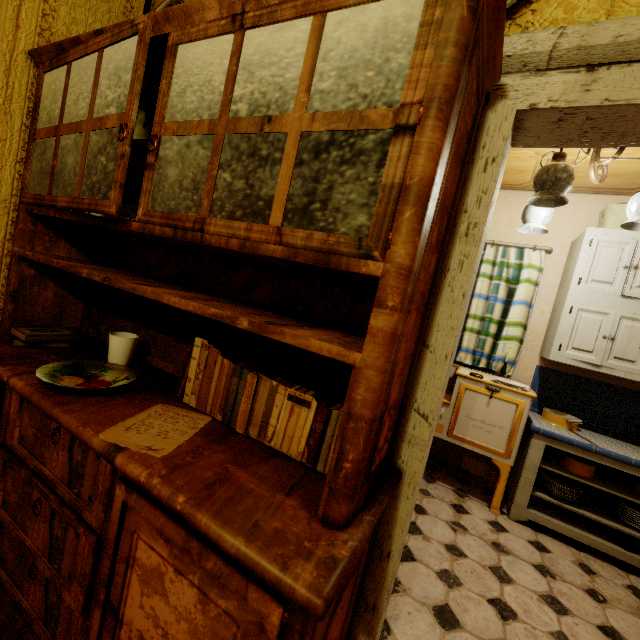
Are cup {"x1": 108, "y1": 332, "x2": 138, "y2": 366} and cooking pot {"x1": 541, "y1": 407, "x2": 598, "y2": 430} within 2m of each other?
no

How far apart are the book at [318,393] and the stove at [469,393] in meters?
2.1 m

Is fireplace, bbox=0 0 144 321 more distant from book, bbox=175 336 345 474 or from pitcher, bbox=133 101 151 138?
book, bbox=175 336 345 474

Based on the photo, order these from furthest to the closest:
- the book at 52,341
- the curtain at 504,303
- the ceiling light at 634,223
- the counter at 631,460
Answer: the curtain at 504,303 < the counter at 631,460 < the ceiling light at 634,223 < the book at 52,341

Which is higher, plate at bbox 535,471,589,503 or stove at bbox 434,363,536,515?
stove at bbox 434,363,536,515

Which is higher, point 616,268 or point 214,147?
point 616,268

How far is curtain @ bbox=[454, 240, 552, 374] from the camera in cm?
307

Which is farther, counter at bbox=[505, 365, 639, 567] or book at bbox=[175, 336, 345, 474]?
counter at bbox=[505, 365, 639, 567]
